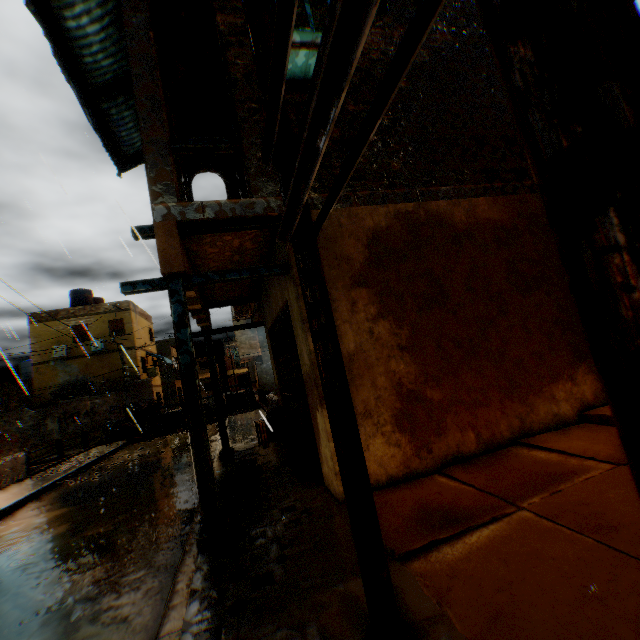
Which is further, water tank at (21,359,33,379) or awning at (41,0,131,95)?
water tank at (21,359,33,379)

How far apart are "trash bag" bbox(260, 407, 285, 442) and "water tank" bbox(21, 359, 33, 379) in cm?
3349

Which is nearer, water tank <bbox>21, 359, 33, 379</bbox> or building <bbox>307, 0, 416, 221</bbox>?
building <bbox>307, 0, 416, 221</bbox>

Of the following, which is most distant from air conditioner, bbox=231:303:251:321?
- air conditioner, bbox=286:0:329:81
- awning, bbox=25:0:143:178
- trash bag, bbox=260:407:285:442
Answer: air conditioner, bbox=286:0:329:81

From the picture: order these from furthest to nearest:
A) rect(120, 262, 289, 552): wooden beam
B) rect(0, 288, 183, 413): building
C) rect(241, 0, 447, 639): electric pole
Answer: rect(0, 288, 183, 413): building, rect(120, 262, 289, 552): wooden beam, rect(241, 0, 447, 639): electric pole

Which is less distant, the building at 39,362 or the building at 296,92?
the building at 296,92

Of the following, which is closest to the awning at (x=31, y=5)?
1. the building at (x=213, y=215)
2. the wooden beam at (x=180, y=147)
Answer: the building at (x=213, y=215)

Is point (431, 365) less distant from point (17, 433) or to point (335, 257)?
point (335, 257)
